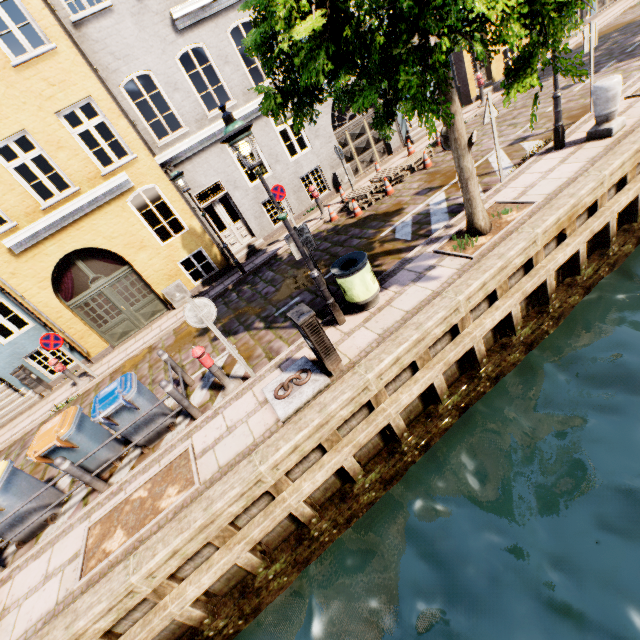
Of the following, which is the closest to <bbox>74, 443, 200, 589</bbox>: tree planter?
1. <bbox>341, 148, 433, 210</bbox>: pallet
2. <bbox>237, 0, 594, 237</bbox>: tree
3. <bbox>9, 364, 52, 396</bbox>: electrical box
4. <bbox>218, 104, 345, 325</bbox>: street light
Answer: <bbox>218, 104, 345, 325</bbox>: street light

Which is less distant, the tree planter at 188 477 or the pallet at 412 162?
the tree planter at 188 477

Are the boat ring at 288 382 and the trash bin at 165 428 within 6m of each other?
yes

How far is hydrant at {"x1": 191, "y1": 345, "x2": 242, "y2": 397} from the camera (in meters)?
5.88

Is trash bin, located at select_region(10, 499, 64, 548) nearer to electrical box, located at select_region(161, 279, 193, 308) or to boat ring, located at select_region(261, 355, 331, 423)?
boat ring, located at select_region(261, 355, 331, 423)

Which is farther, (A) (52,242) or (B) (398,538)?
(A) (52,242)

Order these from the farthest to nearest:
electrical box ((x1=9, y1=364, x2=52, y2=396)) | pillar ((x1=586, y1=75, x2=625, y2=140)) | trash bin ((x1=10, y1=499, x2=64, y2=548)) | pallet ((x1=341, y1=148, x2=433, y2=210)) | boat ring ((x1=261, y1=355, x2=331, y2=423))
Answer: pallet ((x1=341, y1=148, x2=433, y2=210)) < electrical box ((x1=9, y1=364, x2=52, y2=396)) < pillar ((x1=586, y1=75, x2=625, y2=140)) < trash bin ((x1=10, y1=499, x2=64, y2=548)) < boat ring ((x1=261, y1=355, x2=331, y2=423))

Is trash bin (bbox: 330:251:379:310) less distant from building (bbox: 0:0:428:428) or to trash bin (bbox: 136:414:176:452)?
trash bin (bbox: 136:414:176:452)
